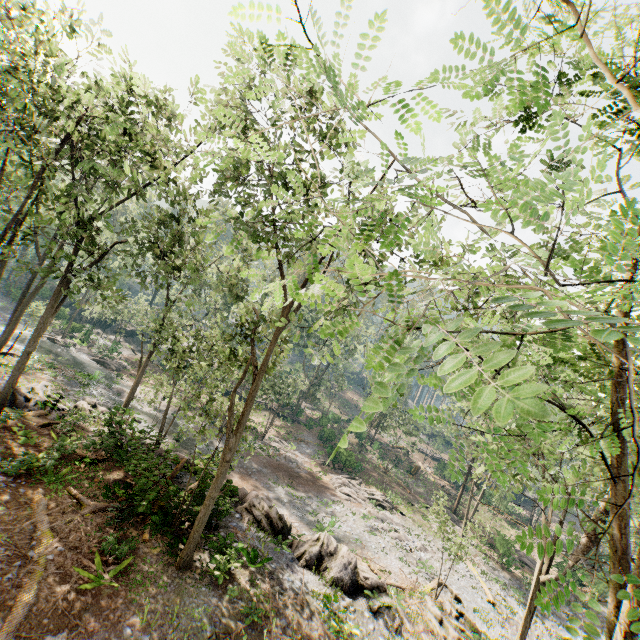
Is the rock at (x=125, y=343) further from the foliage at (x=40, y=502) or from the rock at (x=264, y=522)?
the rock at (x=264, y=522)

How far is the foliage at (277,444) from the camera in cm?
3747

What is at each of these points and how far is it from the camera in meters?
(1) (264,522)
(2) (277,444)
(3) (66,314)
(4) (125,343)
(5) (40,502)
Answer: (1) rock, 17.3 m
(2) foliage, 38.6 m
(3) rock, 49.2 m
(4) rock, 52.6 m
(5) foliage, 12.3 m

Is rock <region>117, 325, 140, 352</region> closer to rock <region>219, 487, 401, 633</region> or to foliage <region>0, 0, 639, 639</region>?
foliage <region>0, 0, 639, 639</region>

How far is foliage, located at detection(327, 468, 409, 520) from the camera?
31.7 meters

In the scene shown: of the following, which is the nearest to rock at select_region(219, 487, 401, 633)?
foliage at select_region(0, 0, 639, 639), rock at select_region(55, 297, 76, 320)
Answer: foliage at select_region(0, 0, 639, 639)

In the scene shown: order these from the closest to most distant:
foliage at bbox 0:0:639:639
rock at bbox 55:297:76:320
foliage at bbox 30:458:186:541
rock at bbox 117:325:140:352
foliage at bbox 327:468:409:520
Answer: foliage at bbox 0:0:639:639, foliage at bbox 30:458:186:541, foliage at bbox 327:468:409:520, rock at bbox 55:297:76:320, rock at bbox 117:325:140:352

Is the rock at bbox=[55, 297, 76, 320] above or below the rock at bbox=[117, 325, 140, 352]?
above
